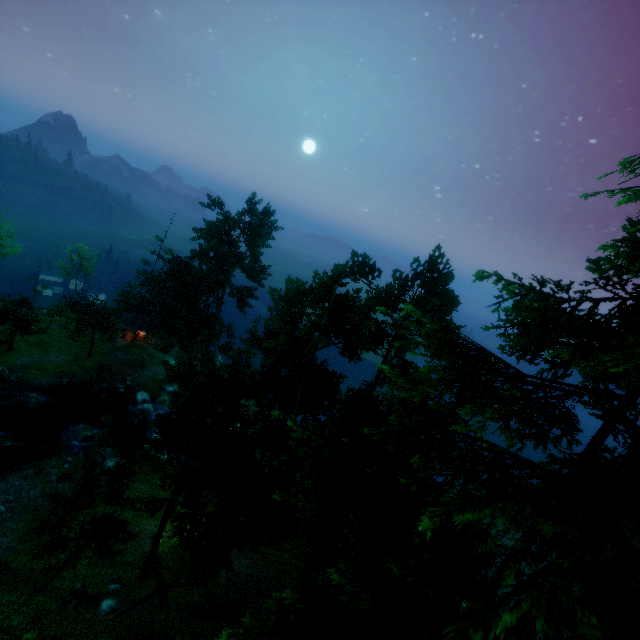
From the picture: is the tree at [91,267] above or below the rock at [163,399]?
above

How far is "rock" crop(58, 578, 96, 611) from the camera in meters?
16.7

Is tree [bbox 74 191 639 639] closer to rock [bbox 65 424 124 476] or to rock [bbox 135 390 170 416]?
rock [bbox 135 390 170 416]

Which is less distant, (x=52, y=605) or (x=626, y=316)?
(x=626, y=316)

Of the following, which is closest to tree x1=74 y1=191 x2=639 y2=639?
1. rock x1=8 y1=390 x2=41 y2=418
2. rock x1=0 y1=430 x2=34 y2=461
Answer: rock x1=8 y1=390 x2=41 y2=418

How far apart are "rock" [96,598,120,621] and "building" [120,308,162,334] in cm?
3548

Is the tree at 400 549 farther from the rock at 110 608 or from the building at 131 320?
the rock at 110 608

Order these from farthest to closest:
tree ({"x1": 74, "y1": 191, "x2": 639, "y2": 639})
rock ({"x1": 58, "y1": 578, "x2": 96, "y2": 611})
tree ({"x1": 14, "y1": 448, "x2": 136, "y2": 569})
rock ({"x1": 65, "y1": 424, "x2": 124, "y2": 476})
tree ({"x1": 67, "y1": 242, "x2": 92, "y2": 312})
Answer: tree ({"x1": 67, "y1": 242, "x2": 92, "y2": 312}) → rock ({"x1": 65, "y1": 424, "x2": 124, "y2": 476}) → rock ({"x1": 58, "y1": 578, "x2": 96, "y2": 611}) → tree ({"x1": 14, "y1": 448, "x2": 136, "y2": 569}) → tree ({"x1": 74, "y1": 191, "x2": 639, "y2": 639})
